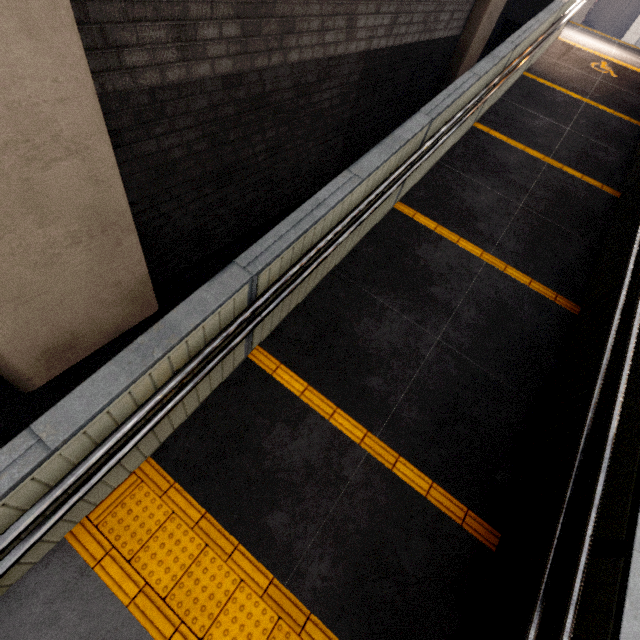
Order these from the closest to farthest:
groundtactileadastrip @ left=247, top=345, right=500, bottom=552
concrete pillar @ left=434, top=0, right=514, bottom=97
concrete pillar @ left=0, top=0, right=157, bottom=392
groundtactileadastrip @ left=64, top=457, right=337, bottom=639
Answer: concrete pillar @ left=0, top=0, right=157, bottom=392 < groundtactileadastrip @ left=64, top=457, right=337, bottom=639 < groundtactileadastrip @ left=247, top=345, right=500, bottom=552 < concrete pillar @ left=434, top=0, right=514, bottom=97

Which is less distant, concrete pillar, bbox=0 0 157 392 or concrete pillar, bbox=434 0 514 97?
concrete pillar, bbox=0 0 157 392

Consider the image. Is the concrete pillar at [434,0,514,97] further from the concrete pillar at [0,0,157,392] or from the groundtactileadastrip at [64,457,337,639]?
the groundtactileadastrip at [64,457,337,639]

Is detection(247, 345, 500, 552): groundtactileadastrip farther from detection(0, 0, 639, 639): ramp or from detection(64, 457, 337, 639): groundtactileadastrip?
detection(64, 457, 337, 639): groundtactileadastrip

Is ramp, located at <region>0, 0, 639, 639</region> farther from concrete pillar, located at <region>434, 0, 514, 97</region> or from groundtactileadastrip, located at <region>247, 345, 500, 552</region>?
concrete pillar, located at <region>434, 0, 514, 97</region>

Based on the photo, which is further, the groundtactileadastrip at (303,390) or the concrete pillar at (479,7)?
the concrete pillar at (479,7)

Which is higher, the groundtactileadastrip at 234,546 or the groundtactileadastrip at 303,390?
the groundtactileadastrip at 303,390

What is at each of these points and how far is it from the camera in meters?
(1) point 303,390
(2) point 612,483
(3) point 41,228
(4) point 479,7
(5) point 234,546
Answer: (1) groundtactileadastrip, 3.2 m
(2) ramp, 2.1 m
(3) concrete pillar, 2.1 m
(4) concrete pillar, 6.6 m
(5) groundtactileadastrip, 2.5 m
